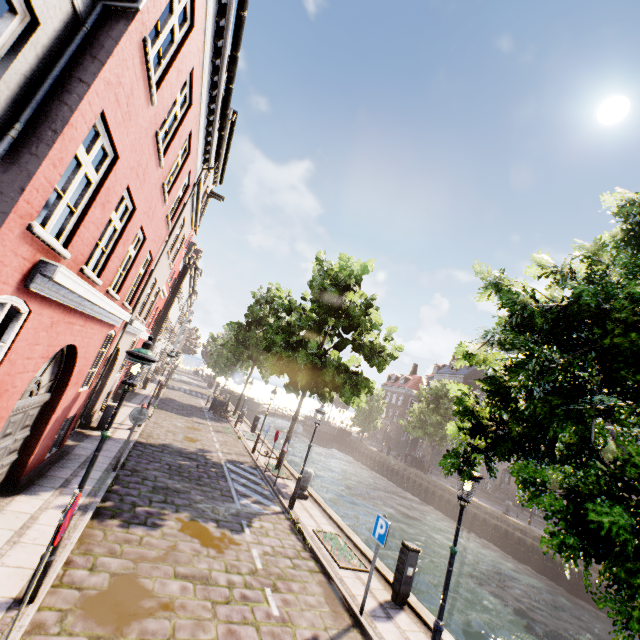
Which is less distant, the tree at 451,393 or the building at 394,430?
the tree at 451,393

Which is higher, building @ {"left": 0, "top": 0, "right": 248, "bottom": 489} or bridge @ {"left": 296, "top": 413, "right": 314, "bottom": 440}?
building @ {"left": 0, "top": 0, "right": 248, "bottom": 489}

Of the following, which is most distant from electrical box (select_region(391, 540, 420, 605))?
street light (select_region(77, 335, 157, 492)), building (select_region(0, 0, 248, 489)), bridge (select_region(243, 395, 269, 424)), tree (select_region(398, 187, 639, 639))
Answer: bridge (select_region(243, 395, 269, 424))

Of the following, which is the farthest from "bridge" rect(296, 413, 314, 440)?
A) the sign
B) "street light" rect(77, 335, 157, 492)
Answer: "street light" rect(77, 335, 157, 492)

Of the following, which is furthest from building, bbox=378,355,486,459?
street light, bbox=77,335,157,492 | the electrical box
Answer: street light, bbox=77,335,157,492

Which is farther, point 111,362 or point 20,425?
point 111,362

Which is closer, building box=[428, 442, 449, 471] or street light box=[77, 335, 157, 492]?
street light box=[77, 335, 157, 492]

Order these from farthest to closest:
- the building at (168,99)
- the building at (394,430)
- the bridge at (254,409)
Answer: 1. the building at (394,430)
2. the bridge at (254,409)
3. the building at (168,99)
